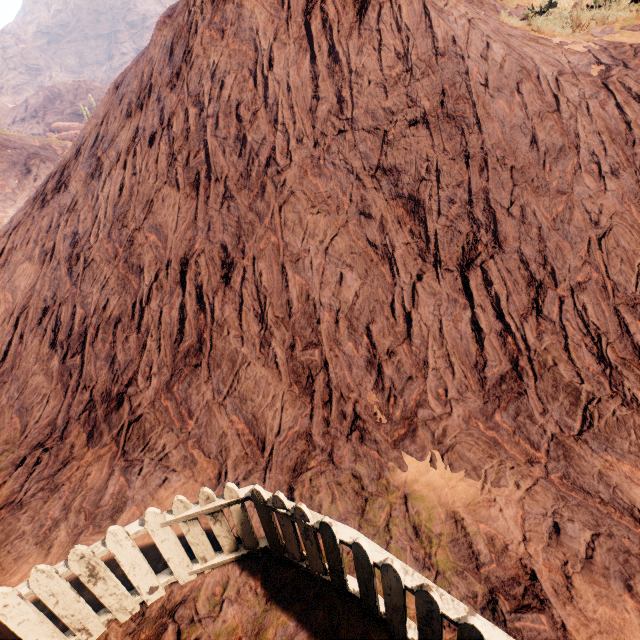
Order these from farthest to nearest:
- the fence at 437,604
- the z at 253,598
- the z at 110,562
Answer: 1. the z at 110,562
2. the z at 253,598
3. the fence at 437,604

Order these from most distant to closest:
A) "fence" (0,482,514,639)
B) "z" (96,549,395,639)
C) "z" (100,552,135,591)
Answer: "z" (100,552,135,591), "z" (96,549,395,639), "fence" (0,482,514,639)

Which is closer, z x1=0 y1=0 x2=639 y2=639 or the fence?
the fence

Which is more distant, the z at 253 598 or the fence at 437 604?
the z at 253 598

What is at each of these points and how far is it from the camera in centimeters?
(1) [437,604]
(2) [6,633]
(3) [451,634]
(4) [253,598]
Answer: (1) fence, 186cm
(2) z, 287cm
(3) z, 242cm
(4) z, 282cm

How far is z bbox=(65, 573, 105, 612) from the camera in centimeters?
295cm
